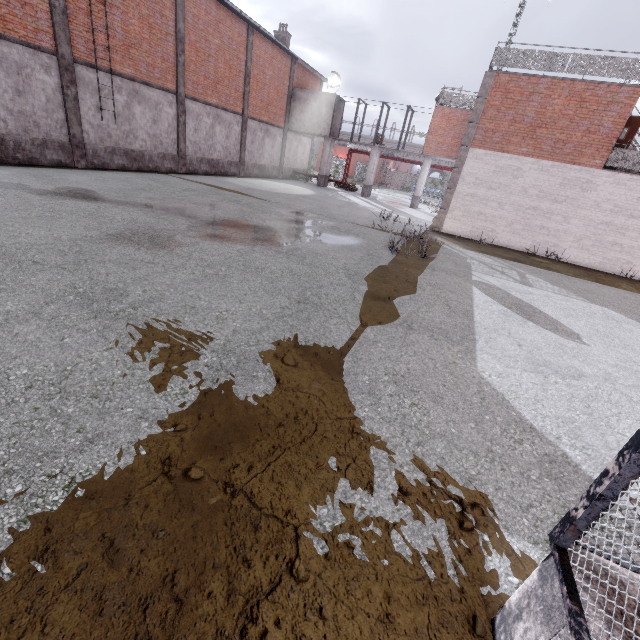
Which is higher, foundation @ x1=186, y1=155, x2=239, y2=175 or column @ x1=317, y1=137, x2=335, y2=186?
column @ x1=317, y1=137, x2=335, y2=186

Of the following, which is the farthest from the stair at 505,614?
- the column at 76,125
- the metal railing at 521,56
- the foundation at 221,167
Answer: the foundation at 221,167

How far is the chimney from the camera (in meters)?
26.94

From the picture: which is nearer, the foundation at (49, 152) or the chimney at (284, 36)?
the foundation at (49, 152)

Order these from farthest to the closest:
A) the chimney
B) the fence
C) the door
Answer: the fence < the chimney < the door

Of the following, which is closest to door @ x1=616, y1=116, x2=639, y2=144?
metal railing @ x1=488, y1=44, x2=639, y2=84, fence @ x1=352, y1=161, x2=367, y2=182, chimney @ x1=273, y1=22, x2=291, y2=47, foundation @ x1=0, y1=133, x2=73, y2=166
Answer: metal railing @ x1=488, y1=44, x2=639, y2=84

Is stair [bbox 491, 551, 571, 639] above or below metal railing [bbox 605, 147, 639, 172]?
below

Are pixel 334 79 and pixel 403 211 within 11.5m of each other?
no
